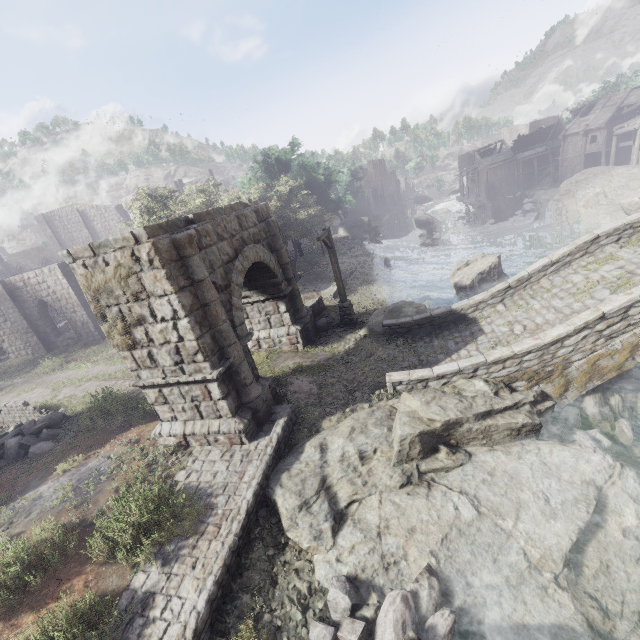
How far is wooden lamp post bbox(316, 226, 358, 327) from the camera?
13.9 meters

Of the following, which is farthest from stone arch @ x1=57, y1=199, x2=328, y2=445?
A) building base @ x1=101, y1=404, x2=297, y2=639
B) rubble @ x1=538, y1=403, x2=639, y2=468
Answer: rubble @ x1=538, y1=403, x2=639, y2=468

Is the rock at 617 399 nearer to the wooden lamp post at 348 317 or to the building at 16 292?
the wooden lamp post at 348 317

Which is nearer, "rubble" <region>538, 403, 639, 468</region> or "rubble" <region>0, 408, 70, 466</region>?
"rubble" <region>538, 403, 639, 468</region>

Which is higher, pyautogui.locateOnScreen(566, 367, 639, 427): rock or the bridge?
the bridge

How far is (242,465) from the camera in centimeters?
820cm

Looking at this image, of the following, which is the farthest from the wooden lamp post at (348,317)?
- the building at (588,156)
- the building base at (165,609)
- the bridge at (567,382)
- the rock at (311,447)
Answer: the building at (588,156)

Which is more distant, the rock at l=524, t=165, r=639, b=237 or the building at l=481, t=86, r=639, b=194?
the building at l=481, t=86, r=639, b=194
